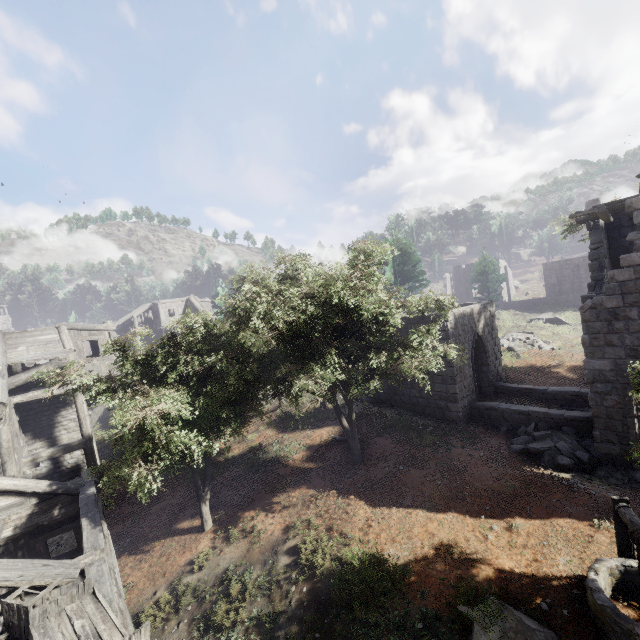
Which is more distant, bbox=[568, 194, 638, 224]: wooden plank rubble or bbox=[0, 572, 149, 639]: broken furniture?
bbox=[568, 194, 638, 224]: wooden plank rubble

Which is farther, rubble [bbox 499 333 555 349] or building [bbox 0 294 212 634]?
rubble [bbox 499 333 555 349]

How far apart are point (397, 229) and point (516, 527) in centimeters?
2763cm

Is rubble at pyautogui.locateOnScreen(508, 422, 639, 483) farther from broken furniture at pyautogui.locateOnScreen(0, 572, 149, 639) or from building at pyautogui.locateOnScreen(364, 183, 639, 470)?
broken furniture at pyautogui.locateOnScreen(0, 572, 149, 639)

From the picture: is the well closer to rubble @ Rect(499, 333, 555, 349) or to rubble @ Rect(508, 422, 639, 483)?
rubble @ Rect(508, 422, 639, 483)

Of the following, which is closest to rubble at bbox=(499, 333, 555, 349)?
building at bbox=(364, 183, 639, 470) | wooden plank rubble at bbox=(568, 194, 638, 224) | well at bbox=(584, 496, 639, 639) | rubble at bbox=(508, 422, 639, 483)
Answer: building at bbox=(364, 183, 639, 470)

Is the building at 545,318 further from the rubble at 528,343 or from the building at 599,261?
the rubble at 528,343

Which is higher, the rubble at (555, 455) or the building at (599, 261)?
the building at (599, 261)
